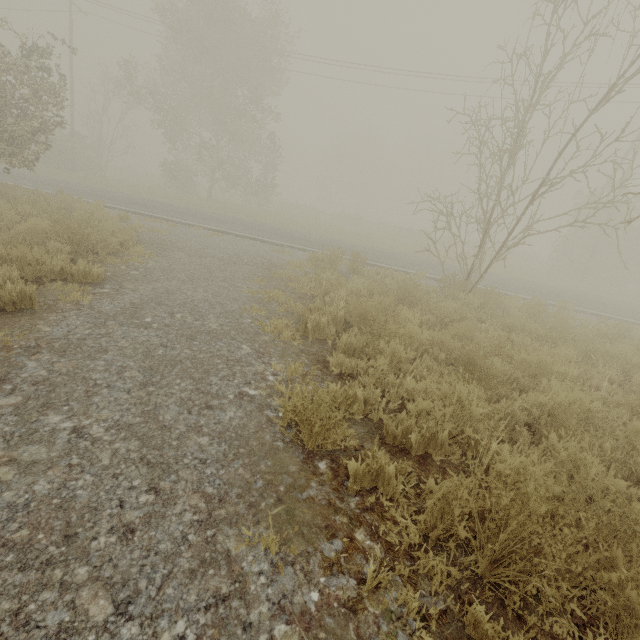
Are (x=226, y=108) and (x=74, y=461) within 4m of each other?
no

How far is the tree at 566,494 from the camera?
2.3 meters

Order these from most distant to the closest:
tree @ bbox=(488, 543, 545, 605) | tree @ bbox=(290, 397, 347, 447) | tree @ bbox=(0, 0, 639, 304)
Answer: tree @ bbox=(0, 0, 639, 304) → tree @ bbox=(290, 397, 347, 447) → tree @ bbox=(488, 543, 545, 605)

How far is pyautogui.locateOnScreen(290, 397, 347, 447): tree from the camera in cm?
274

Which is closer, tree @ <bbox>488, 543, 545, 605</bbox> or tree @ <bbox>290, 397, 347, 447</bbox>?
tree @ <bbox>488, 543, 545, 605</bbox>

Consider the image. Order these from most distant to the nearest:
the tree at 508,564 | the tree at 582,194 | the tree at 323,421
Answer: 1. the tree at 582,194
2. the tree at 323,421
3. the tree at 508,564
